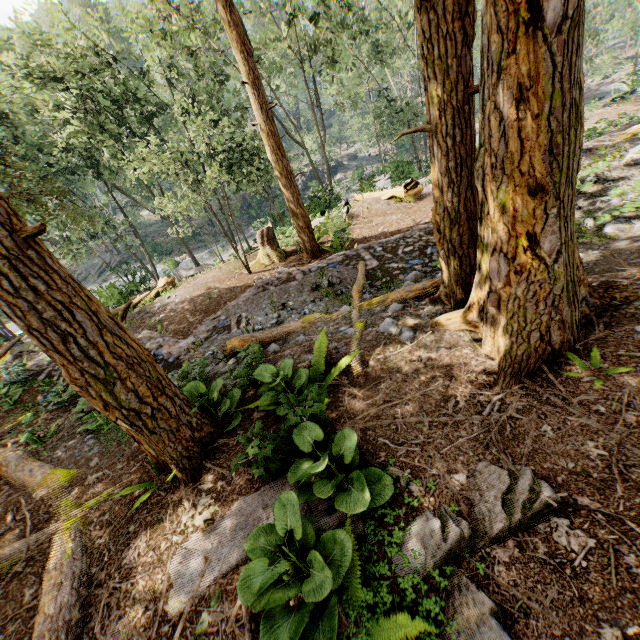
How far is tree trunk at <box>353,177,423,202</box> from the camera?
17.58m

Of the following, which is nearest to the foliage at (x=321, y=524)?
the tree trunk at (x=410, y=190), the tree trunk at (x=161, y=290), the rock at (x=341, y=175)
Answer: the rock at (x=341, y=175)

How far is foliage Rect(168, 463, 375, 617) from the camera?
2.71m

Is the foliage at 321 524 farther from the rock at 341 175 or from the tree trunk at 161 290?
the tree trunk at 161 290

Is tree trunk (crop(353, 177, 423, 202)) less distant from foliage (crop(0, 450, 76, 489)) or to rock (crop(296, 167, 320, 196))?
foliage (crop(0, 450, 76, 489))

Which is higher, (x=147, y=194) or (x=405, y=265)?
(x=147, y=194)

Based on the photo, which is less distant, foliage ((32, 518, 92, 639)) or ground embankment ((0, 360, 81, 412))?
foliage ((32, 518, 92, 639))

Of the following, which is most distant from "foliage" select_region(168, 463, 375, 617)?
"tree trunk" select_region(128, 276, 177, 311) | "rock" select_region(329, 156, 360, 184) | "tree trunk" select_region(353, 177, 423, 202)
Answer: "tree trunk" select_region(128, 276, 177, 311)
